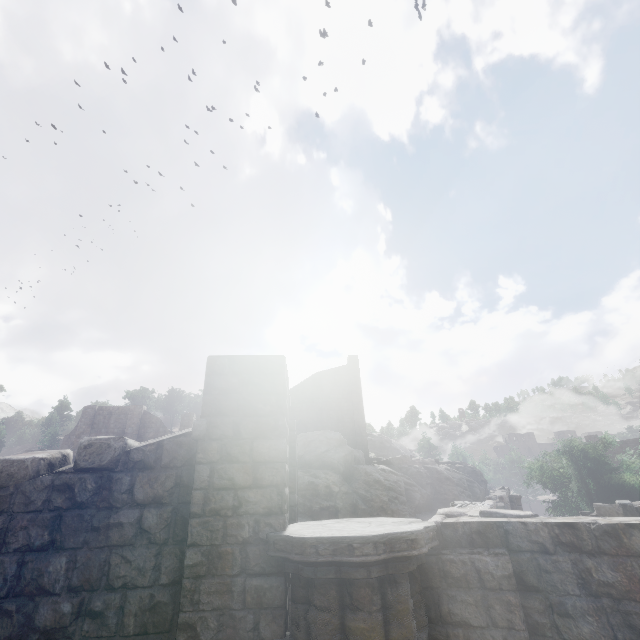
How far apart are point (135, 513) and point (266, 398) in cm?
240

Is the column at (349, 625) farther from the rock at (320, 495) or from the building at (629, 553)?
the rock at (320, 495)

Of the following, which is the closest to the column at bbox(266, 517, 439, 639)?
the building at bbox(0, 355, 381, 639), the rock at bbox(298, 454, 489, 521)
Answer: the building at bbox(0, 355, 381, 639)

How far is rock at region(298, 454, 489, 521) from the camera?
25.31m

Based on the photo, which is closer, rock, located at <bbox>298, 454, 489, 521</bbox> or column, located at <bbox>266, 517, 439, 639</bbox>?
column, located at <bbox>266, 517, 439, 639</bbox>

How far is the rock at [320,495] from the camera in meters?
25.3

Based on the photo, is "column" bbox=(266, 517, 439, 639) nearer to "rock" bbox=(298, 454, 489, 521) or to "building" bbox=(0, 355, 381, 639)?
"building" bbox=(0, 355, 381, 639)
